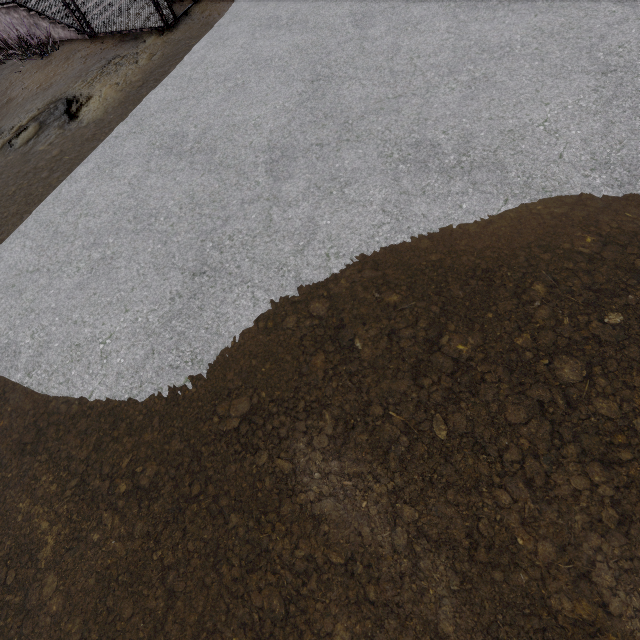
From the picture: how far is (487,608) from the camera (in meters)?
2.22
